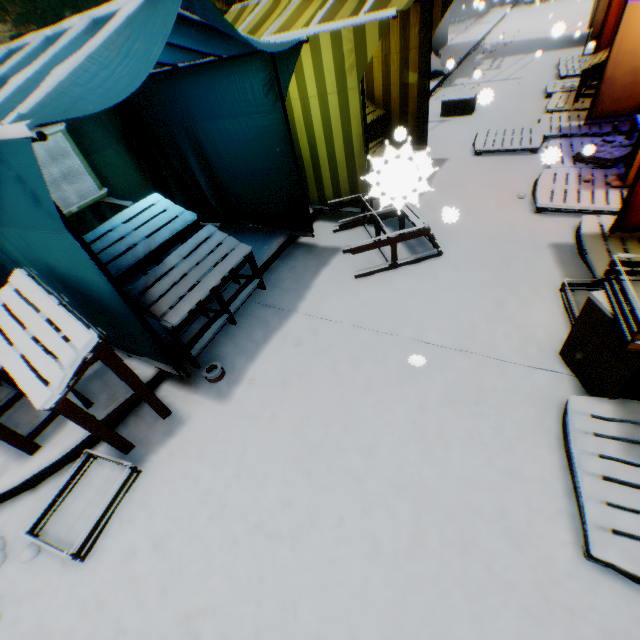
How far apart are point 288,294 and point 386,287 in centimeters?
120cm

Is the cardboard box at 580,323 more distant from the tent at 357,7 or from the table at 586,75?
the table at 586,75

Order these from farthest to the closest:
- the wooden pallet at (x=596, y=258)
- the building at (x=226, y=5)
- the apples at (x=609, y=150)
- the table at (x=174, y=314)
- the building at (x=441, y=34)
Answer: the building at (x=441, y=34)
the building at (x=226, y=5)
the apples at (x=609, y=150)
the wooden pallet at (x=596, y=258)
the table at (x=174, y=314)

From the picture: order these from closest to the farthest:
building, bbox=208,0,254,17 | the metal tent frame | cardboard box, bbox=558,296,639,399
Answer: the metal tent frame
cardboard box, bbox=558,296,639,399
building, bbox=208,0,254,17

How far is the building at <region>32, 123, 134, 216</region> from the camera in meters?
3.5 m

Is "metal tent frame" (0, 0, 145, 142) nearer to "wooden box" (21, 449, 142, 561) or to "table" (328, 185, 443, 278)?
"table" (328, 185, 443, 278)

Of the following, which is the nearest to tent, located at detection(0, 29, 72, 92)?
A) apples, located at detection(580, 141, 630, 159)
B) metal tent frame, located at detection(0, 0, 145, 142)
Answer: metal tent frame, located at detection(0, 0, 145, 142)

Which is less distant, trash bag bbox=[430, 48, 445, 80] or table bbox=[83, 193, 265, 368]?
table bbox=[83, 193, 265, 368]
